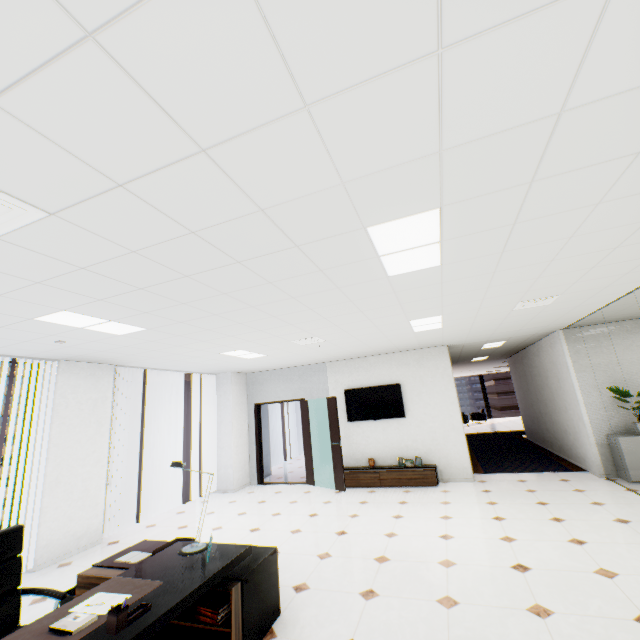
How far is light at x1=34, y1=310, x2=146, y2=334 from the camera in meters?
3.3 m

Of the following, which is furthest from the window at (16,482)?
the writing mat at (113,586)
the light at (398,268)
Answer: the light at (398,268)

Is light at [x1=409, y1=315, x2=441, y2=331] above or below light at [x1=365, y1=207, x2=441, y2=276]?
above

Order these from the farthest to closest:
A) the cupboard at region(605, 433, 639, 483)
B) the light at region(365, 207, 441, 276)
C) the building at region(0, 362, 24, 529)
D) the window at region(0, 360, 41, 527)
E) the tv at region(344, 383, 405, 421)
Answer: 1. the building at region(0, 362, 24, 529)
2. the tv at region(344, 383, 405, 421)
3. the cupboard at region(605, 433, 639, 483)
4. the window at region(0, 360, 41, 527)
5. the light at region(365, 207, 441, 276)

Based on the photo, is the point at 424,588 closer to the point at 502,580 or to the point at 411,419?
the point at 502,580

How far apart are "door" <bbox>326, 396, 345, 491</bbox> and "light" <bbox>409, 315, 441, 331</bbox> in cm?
281

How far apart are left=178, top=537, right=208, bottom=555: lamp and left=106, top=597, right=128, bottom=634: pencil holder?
0.9 meters

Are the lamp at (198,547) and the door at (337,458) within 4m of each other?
no
